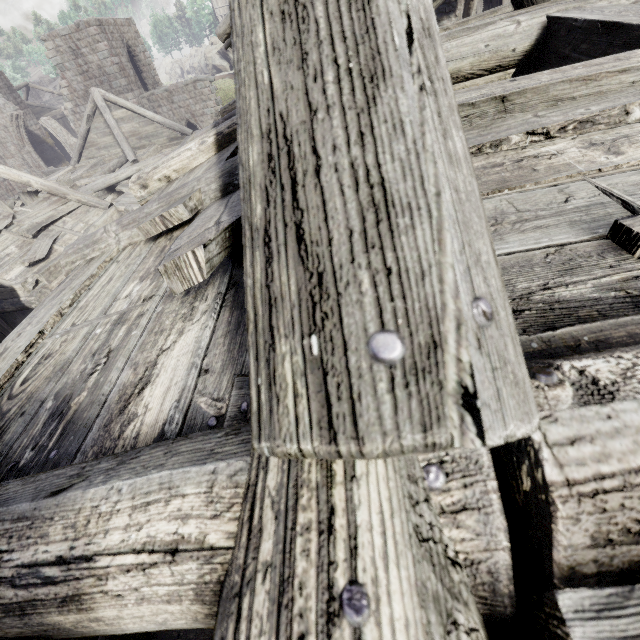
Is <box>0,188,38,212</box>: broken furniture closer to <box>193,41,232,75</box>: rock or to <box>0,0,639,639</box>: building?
<box>0,0,639,639</box>: building

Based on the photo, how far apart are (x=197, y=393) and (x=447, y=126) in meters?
0.9 m

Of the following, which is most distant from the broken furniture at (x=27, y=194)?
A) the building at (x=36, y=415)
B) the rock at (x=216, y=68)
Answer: the rock at (x=216, y=68)

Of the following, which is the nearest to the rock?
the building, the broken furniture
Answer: the building

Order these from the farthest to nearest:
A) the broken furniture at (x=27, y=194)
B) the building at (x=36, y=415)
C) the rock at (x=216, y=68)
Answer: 1. the rock at (x=216, y=68)
2. the broken furniture at (x=27, y=194)
3. the building at (x=36, y=415)

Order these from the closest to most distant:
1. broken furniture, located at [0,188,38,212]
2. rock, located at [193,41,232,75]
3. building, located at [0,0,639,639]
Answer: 1. building, located at [0,0,639,639]
2. broken furniture, located at [0,188,38,212]
3. rock, located at [193,41,232,75]
